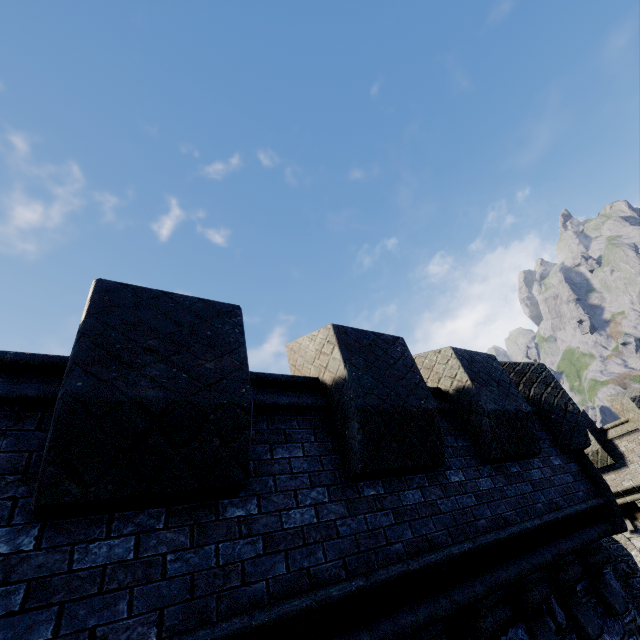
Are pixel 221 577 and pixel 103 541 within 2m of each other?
yes
